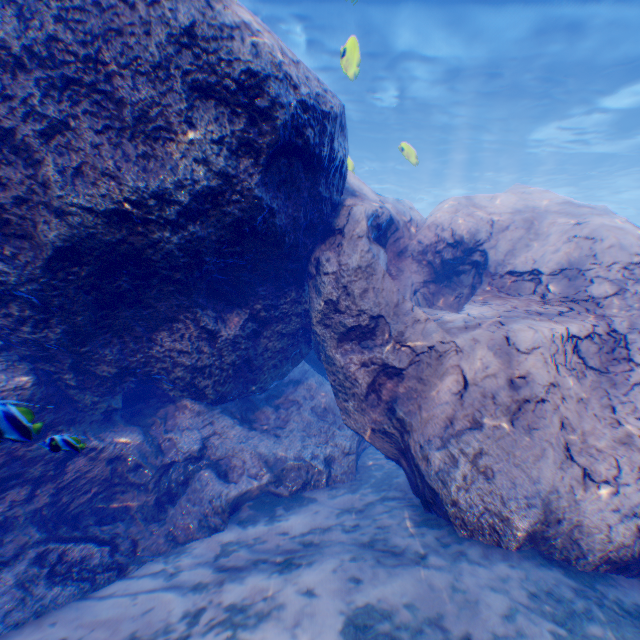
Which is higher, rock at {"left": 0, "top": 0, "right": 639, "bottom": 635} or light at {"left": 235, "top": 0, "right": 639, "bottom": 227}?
light at {"left": 235, "top": 0, "right": 639, "bottom": 227}

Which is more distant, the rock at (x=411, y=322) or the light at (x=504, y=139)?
the light at (x=504, y=139)

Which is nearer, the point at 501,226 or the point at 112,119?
the point at 112,119

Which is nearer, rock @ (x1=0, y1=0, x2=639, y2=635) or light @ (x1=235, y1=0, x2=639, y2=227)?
rock @ (x1=0, y1=0, x2=639, y2=635)

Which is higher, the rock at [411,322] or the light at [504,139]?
→ the light at [504,139]
